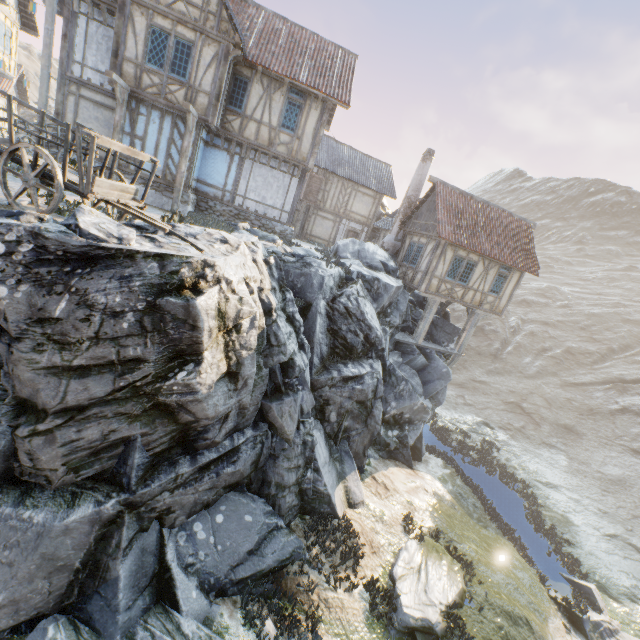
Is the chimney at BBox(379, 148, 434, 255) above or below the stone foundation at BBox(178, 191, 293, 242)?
above

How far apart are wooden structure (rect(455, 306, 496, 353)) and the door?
14.6m

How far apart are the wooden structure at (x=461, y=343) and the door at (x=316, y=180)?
14.6m

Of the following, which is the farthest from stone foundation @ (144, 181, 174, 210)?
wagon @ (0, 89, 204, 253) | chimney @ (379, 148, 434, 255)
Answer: wagon @ (0, 89, 204, 253)

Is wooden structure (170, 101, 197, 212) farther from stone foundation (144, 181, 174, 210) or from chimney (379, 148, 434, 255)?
chimney (379, 148, 434, 255)

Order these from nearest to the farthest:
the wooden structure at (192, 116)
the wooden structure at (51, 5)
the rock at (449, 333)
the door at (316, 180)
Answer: the wooden structure at (192, 116), the wooden structure at (51, 5), the rock at (449, 333), the door at (316, 180)

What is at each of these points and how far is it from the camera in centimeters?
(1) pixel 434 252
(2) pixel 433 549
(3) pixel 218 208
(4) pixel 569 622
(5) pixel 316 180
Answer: (1) building, 1752cm
(2) rock, 1166cm
(3) stone foundation, 1598cm
(4) rock, 1234cm
(5) door, 2567cm

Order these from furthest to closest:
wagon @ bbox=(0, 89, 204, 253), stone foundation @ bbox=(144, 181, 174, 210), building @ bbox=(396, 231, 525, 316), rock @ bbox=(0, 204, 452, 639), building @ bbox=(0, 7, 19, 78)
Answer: building @ bbox=(0, 7, 19, 78) < building @ bbox=(396, 231, 525, 316) < stone foundation @ bbox=(144, 181, 174, 210) < wagon @ bbox=(0, 89, 204, 253) < rock @ bbox=(0, 204, 452, 639)
